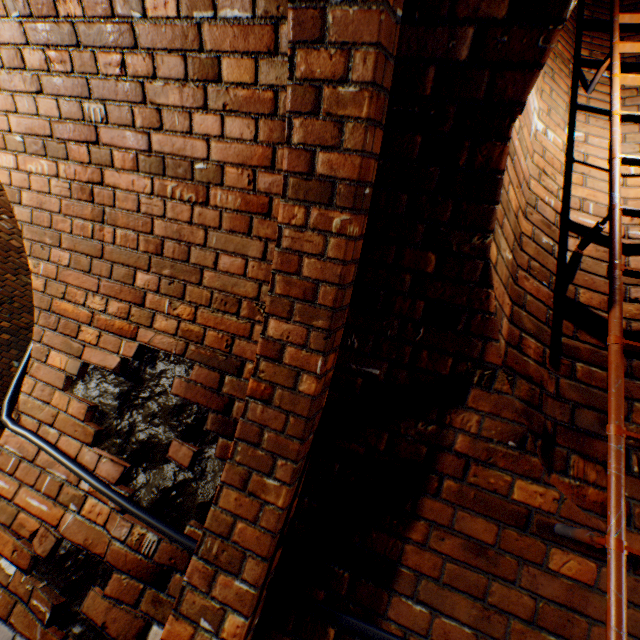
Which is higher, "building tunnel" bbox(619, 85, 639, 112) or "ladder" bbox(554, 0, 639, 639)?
"building tunnel" bbox(619, 85, 639, 112)

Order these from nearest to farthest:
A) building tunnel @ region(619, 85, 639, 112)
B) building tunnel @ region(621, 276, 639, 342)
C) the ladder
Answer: the ladder
building tunnel @ region(621, 276, 639, 342)
building tunnel @ region(619, 85, 639, 112)

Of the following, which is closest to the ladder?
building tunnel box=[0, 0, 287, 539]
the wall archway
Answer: building tunnel box=[0, 0, 287, 539]

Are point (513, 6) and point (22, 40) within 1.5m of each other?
no

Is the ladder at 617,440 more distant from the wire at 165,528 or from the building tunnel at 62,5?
the wire at 165,528

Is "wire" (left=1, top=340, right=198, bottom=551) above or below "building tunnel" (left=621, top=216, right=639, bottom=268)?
below

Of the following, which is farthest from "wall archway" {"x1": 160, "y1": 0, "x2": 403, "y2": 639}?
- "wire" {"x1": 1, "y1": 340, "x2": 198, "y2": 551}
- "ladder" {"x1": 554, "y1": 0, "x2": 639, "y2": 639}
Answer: "ladder" {"x1": 554, "y1": 0, "x2": 639, "y2": 639}
